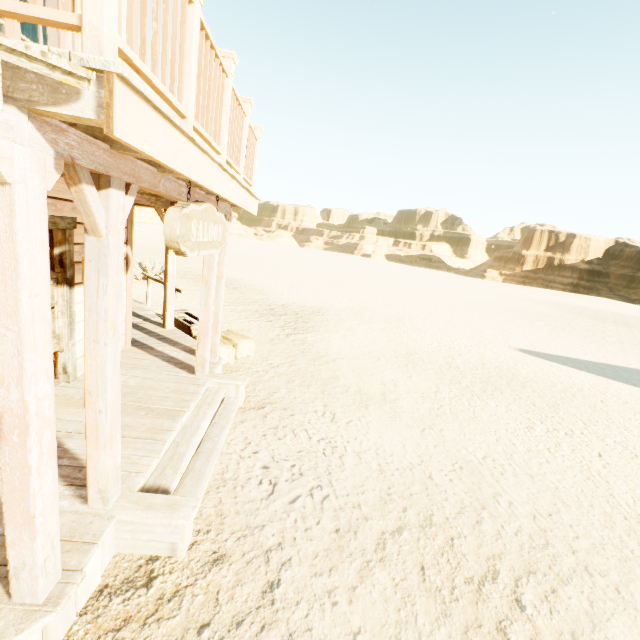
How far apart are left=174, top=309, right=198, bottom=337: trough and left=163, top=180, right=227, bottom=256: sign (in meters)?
3.84

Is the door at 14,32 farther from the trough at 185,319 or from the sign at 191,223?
the trough at 185,319

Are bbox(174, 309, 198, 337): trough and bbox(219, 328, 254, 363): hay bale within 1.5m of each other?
yes

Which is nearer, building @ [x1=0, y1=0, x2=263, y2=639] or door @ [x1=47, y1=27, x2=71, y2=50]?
building @ [x1=0, y1=0, x2=263, y2=639]

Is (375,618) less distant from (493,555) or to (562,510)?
(493,555)

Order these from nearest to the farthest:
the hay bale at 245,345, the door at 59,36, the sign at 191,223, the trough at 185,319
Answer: the sign at 191,223 < the door at 59,36 < the hay bale at 245,345 < the trough at 185,319

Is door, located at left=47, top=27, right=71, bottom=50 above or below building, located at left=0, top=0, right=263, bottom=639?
above

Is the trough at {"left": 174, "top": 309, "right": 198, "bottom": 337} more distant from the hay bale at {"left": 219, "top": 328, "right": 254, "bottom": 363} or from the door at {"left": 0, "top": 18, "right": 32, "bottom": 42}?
the door at {"left": 0, "top": 18, "right": 32, "bottom": 42}
